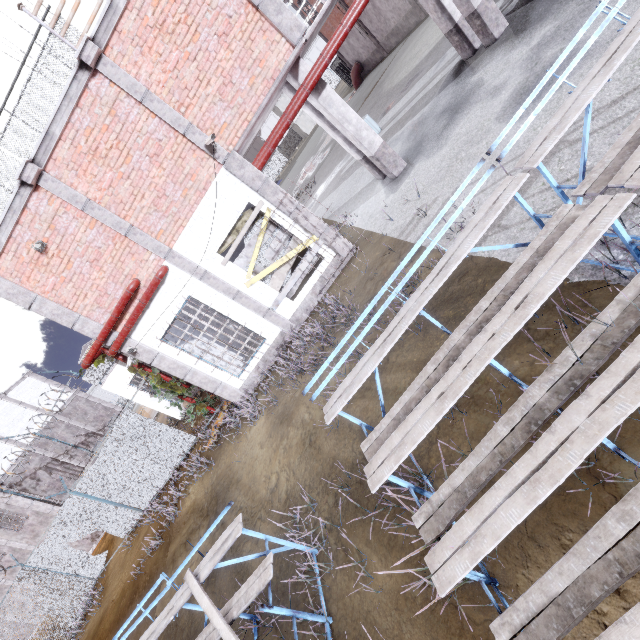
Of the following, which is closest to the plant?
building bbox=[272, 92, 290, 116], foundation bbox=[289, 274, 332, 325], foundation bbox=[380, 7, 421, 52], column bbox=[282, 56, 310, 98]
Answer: foundation bbox=[289, 274, 332, 325]

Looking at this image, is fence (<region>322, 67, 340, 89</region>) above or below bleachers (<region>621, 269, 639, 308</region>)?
above

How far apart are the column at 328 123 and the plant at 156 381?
8.8 meters

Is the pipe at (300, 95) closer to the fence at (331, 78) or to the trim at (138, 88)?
the trim at (138, 88)

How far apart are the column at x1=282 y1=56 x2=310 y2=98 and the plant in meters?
8.8

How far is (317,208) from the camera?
16.8m

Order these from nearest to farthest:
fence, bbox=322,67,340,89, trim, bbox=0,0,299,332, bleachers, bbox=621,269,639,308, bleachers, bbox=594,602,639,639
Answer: bleachers, bbox=594,602,639,639, bleachers, bbox=621,269,639,308, trim, bbox=0,0,299,332, fence, bbox=322,67,340,89

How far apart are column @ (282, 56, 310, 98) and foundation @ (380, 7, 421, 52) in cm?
1852
